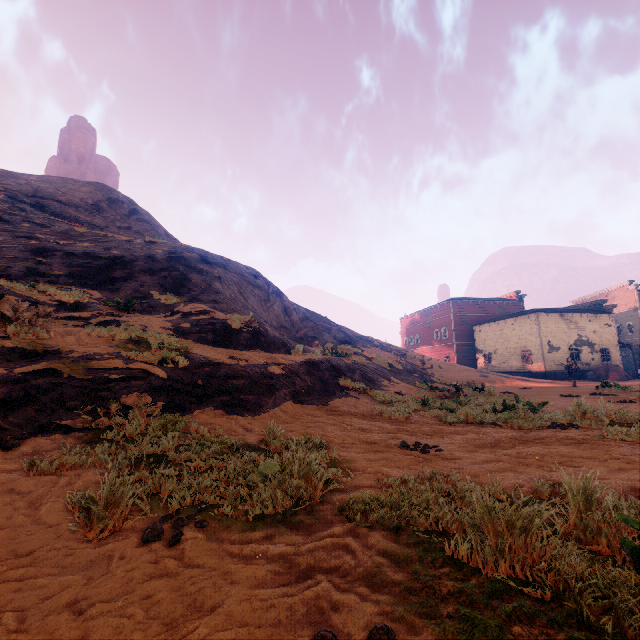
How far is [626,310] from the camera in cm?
4466

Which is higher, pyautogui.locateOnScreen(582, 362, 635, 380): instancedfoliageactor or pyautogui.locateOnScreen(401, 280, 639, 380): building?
pyautogui.locateOnScreen(401, 280, 639, 380): building

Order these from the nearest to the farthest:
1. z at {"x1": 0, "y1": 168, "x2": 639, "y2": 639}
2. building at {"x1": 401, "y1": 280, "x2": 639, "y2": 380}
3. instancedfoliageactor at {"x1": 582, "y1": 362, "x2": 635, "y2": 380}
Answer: z at {"x1": 0, "y1": 168, "x2": 639, "y2": 639} < instancedfoliageactor at {"x1": 582, "y1": 362, "x2": 635, "y2": 380} < building at {"x1": 401, "y1": 280, "x2": 639, "y2": 380}

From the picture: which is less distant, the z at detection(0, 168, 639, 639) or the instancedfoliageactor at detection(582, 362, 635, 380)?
the z at detection(0, 168, 639, 639)

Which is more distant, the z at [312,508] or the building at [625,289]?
the building at [625,289]

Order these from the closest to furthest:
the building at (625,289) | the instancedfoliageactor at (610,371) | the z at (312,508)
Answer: the z at (312,508) → the instancedfoliageactor at (610,371) → the building at (625,289)

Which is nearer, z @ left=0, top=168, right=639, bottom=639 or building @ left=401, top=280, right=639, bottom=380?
z @ left=0, top=168, right=639, bottom=639

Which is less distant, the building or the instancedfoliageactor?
the instancedfoliageactor
